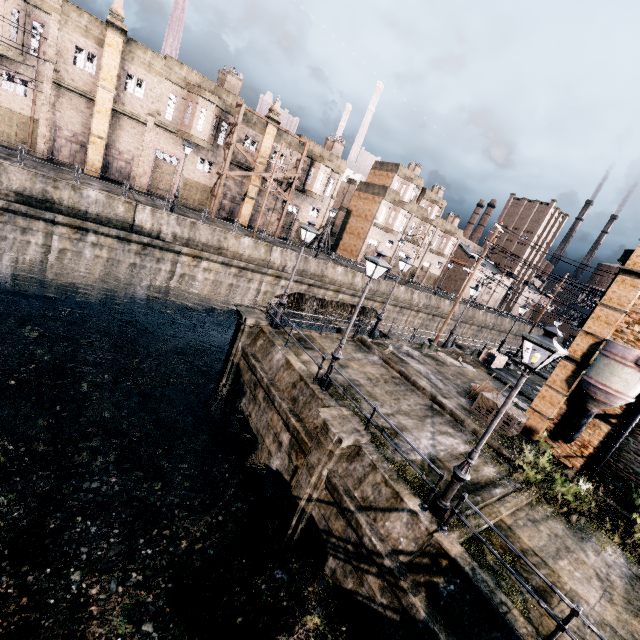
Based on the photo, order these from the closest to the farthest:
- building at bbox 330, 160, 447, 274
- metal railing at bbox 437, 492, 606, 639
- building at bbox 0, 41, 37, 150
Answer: metal railing at bbox 437, 492, 606, 639 → building at bbox 0, 41, 37, 150 → building at bbox 330, 160, 447, 274

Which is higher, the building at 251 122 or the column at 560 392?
the building at 251 122

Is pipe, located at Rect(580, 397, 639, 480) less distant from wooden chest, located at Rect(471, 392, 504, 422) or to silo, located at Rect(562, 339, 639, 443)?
silo, located at Rect(562, 339, 639, 443)

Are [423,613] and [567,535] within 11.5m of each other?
yes

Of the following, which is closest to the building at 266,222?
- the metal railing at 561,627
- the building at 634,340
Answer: the building at 634,340

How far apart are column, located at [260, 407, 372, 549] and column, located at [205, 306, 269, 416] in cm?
694

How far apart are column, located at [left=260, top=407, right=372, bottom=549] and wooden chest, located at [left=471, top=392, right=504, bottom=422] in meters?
8.8
